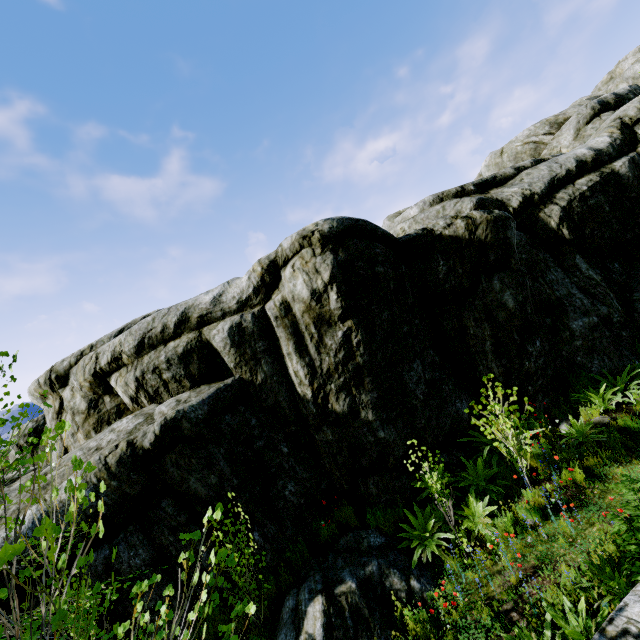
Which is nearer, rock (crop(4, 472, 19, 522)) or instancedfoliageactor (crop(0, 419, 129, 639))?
instancedfoliageactor (crop(0, 419, 129, 639))

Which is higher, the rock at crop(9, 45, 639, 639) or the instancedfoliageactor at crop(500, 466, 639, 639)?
the rock at crop(9, 45, 639, 639)

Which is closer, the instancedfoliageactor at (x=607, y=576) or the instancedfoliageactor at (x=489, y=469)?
the instancedfoliageactor at (x=607, y=576)

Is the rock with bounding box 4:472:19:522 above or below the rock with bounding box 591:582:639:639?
above

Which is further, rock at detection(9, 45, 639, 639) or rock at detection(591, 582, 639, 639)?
rock at detection(9, 45, 639, 639)

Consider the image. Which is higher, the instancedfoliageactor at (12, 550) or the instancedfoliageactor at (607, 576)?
the instancedfoliageactor at (12, 550)

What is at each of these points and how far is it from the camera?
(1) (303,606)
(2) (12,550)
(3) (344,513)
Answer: (1) rock, 5.9m
(2) instancedfoliageactor, 0.9m
(3) instancedfoliageactor, 7.9m
